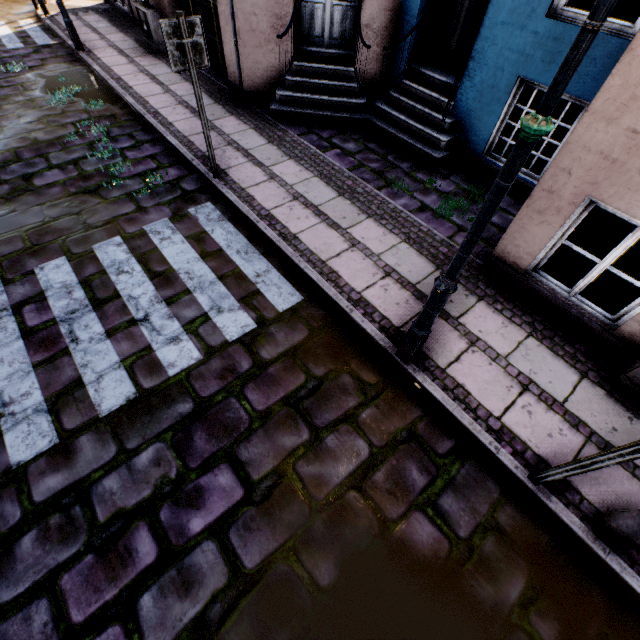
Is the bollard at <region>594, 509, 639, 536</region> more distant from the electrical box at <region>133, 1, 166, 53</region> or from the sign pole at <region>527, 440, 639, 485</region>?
the electrical box at <region>133, 1, 166, 53</region>

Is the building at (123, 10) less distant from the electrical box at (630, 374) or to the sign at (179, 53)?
the electrical box at (630, 374)

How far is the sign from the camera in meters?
3.6

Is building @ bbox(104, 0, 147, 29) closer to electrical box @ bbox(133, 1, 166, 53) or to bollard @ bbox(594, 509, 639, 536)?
electrical box @ bbox(133, 1, 166, 53)

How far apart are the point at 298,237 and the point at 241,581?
3.8m

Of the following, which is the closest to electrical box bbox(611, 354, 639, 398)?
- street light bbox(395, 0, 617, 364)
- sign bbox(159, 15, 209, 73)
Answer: street light bbox(395, 0, 617, 364)

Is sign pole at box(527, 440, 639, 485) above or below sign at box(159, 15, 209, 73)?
below

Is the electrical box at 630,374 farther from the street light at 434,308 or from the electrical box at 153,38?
the electrical box at 153,38
